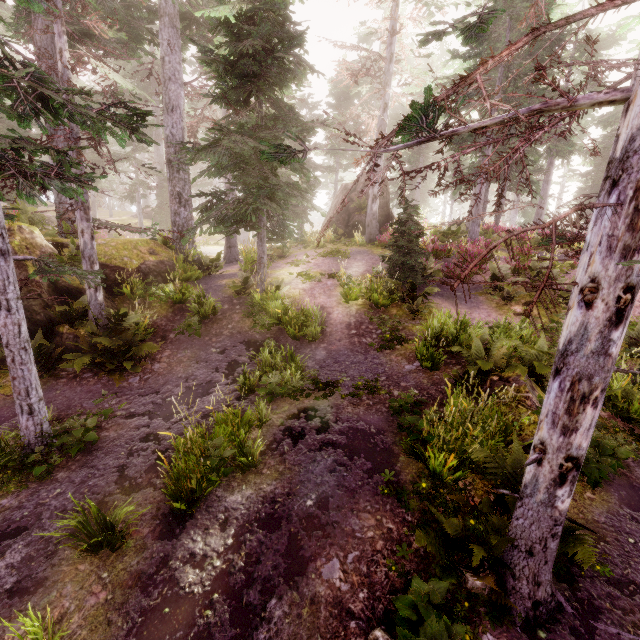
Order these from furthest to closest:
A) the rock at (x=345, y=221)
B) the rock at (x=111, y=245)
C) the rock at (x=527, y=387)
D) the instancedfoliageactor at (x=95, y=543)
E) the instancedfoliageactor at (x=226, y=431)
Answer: the rock at (x=345, y=221)
the rock at (x=111, y=245)
the rock at (x=527, y=387)
the instancedfoliageactor at (x=226, y=431)
the instancedfoliageactor at (x=95, y=543)

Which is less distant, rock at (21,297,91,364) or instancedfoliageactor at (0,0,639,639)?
instancedfoliageactor at (0,0,639,639)

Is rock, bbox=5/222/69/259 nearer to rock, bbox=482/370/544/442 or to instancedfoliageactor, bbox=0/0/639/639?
instancedfoliageactor, bbox=0/0/639/639

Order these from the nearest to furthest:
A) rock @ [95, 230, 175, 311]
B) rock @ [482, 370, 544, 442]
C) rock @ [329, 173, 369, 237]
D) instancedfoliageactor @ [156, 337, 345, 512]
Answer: instancedfoliageactor @ [156, 337, 345, 512] → rock @ [482, 370, 544, 442] → rock @ [95, 230, 175, 311] → rock @ [329, 173, 369, 237]

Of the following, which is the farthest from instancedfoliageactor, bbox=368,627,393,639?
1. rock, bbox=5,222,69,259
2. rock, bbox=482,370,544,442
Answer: rock, bbox=482,370,544,442

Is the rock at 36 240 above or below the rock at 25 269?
above

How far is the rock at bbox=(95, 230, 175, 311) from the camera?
11.30m

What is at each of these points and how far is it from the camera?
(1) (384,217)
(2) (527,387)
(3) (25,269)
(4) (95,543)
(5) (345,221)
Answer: (1) rock, 21.9 meters
(2) rock, 6.4 meters
(3) rock, 8.9 meters
(4) instancedfoliageactor, 4.3 meters
(5) rock, 22.2 meters
